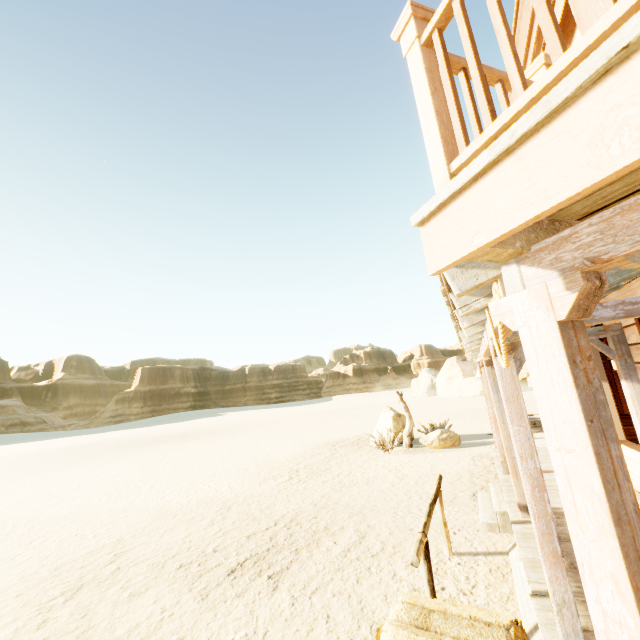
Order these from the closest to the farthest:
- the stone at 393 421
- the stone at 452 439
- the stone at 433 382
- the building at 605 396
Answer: the building at 605 396, the stone at 452 439, the stone at 393 421, the stone at 433 382

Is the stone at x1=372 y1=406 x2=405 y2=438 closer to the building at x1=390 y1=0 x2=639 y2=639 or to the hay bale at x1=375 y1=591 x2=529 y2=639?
the building at x1=390 y1=0 x2=639 y2=639

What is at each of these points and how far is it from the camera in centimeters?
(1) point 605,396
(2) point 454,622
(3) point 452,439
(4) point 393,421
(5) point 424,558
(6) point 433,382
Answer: (1) building, 131cm
(2) hay bale, 251cm
(3) stone, 1265cm
(4) stone, 1440cm
(5) hitch post, 357cm
(6) stone, 5294cm

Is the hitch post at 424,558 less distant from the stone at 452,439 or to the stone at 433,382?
the stone at 452,439

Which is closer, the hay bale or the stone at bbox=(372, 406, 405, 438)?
the hay bale

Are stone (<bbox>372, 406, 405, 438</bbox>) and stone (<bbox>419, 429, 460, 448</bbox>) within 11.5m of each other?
yes

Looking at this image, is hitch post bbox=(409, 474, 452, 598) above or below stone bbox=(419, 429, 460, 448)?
above

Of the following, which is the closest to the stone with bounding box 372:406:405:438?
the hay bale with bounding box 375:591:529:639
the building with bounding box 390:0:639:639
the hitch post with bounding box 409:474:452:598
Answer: the building with bounding box 390:0:639:639
